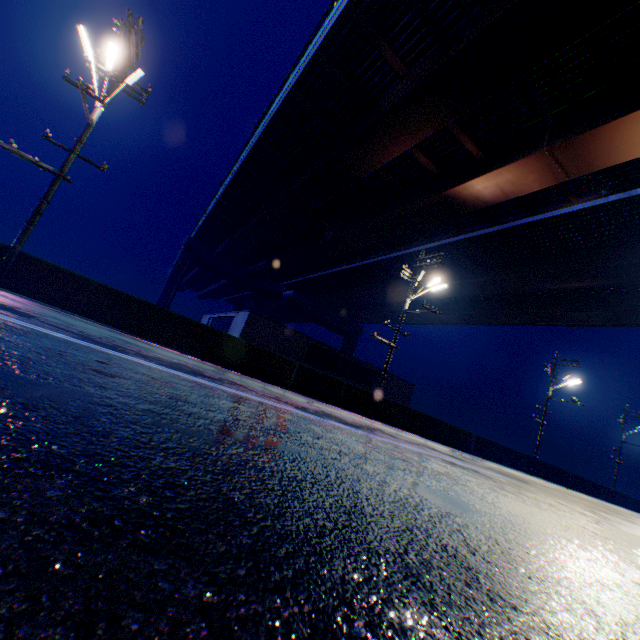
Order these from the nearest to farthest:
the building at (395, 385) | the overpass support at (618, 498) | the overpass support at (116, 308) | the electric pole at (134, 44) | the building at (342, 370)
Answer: the electric pole at (134, 44) < the overpass support at (116, 308) < the building at (342, 370) < the building at (395, 385) < the overpass support at (618, 498)

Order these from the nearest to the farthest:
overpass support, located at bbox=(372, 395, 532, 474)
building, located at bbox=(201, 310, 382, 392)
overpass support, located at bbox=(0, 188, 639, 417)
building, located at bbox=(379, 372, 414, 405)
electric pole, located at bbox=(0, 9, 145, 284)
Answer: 1. electric pole, located at bbox=(0, 9, 145, 284)
2. overpass support, located at bbox=(0, 188, 639, 417)
3. overpass support, located at bbox=(372, 395, 532, 474)
4. building, located at bbox=(201, 310, 382, 392)
5. building, located at bbox=(379, 372, 414, 405)

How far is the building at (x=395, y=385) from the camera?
31.0 meters

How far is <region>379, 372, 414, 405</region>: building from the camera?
31.0 meters

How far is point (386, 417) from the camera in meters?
17.3 m

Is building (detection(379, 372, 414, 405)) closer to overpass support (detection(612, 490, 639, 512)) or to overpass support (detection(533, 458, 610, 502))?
overpass support (detection(533, 458, 610, 502))

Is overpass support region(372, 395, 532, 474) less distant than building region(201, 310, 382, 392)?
Yes
